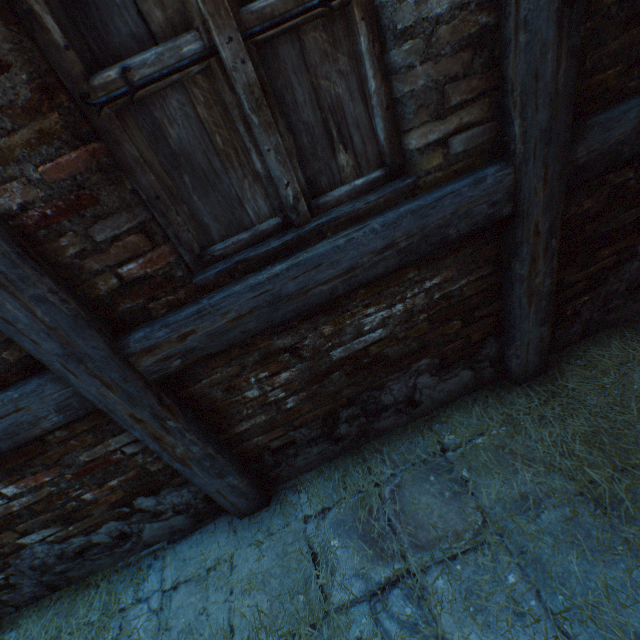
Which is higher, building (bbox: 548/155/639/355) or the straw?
building (bbox: 548/155/639/355)

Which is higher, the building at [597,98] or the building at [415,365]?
the building at [597,98]

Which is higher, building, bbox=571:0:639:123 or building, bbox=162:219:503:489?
building, bbox=571:0:639:123

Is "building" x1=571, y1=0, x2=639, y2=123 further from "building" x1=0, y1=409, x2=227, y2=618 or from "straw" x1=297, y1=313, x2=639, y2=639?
"building" x1=0, y1=409, x2=227, y2=618

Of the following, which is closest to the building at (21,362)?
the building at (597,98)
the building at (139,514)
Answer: the building at (139,514)

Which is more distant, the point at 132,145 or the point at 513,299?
the point at 513,299

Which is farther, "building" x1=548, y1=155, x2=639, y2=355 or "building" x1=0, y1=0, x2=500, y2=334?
"building" x1=548, y1=155, x2=639, y2=355

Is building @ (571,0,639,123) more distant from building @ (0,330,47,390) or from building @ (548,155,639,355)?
building @ (0,330,47,390)
